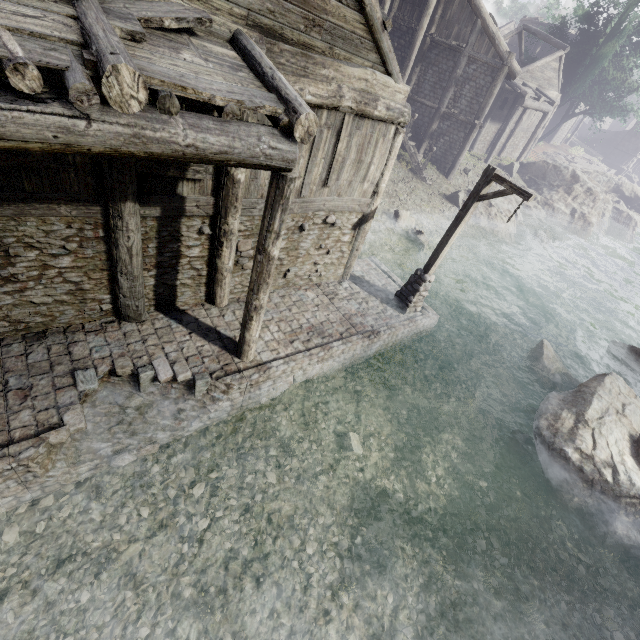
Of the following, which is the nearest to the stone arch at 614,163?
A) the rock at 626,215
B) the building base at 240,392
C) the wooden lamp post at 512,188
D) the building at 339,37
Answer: the building at 339,37

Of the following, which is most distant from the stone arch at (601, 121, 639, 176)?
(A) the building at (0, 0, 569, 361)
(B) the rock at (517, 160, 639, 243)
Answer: (B) the rock at (517, 160, 639, 243)

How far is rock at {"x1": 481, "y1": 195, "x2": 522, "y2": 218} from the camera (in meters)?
21.39

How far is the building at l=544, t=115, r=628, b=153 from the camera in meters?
41.4

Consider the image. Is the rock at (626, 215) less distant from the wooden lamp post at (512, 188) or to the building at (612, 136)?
the building at (612, 136)

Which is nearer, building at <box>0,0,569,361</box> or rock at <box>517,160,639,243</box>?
building at <box>0,0,569,361</box>

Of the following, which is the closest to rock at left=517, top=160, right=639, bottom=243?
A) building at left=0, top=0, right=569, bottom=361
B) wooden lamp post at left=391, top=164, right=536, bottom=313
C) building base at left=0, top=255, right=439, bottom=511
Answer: building at left=0, top=0, right=569, bottom=361

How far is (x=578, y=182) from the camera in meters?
26.2
